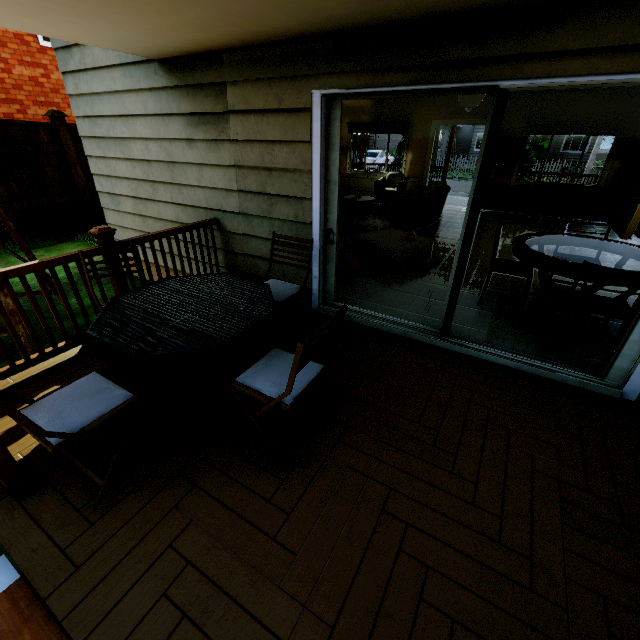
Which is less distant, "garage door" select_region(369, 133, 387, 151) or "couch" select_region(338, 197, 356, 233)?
"couch" select_region(338, 197, 356, 233)

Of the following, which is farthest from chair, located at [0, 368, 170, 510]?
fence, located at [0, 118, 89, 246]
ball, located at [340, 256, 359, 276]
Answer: fence, located at [0, 118, 89, 246]

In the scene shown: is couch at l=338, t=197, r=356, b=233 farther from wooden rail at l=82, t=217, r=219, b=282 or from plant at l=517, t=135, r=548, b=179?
plant at l=517, t=135, r=548, b=179

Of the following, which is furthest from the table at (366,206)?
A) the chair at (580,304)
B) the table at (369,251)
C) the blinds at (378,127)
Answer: the chair at (580,304)

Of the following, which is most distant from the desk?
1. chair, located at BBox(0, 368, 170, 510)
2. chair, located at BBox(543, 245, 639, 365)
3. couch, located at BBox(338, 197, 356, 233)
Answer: chair, located at BBox(0, 368, 170, 510)

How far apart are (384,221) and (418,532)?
7.18m

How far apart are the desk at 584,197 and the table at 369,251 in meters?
4.8 m

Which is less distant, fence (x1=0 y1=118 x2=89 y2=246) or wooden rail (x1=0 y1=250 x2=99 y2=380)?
wooden rail (x1=0 y1=250 x2=99 y2=380)
